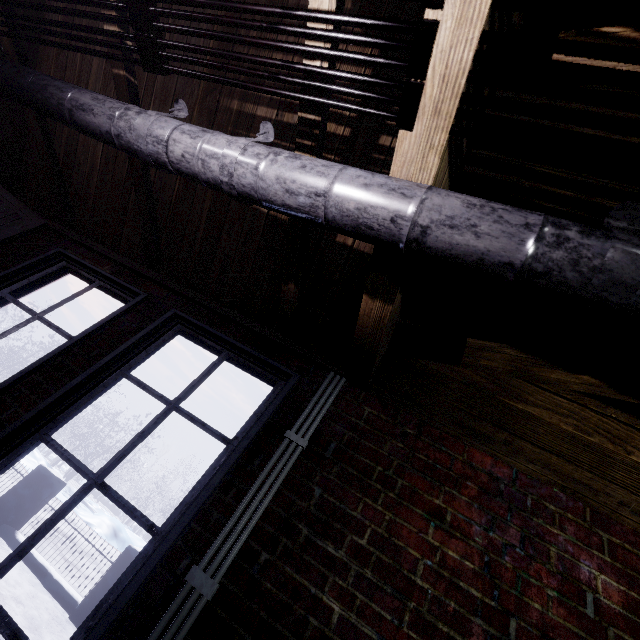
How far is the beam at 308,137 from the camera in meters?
1.2 m

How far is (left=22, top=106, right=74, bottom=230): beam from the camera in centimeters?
201cm

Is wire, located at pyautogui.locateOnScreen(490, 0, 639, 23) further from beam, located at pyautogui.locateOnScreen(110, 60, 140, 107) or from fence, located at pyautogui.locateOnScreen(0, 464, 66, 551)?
fence, located at pyautogui.locateOnScreen(0, 464, 66, 551)

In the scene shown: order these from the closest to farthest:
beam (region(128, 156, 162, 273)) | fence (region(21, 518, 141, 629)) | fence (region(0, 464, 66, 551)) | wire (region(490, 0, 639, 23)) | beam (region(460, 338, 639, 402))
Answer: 1. wire (region(490, 0, 639, 23))
2. beam (region(460, 338, 639, 402))
3. beam (region(128, 156, 162, 273))
4. fence (region(21, 518, 141, 629))
5. fence (region(0, 464, 66, 551))

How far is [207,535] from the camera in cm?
116

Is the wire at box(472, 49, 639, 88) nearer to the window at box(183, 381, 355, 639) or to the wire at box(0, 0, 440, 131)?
the wire at box(0, 0, 440, 131)

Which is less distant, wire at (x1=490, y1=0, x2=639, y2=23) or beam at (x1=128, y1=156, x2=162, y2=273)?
wire at (x1=490, y1=0, x2=639, y2=23)

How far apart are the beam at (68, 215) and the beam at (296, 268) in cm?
186
